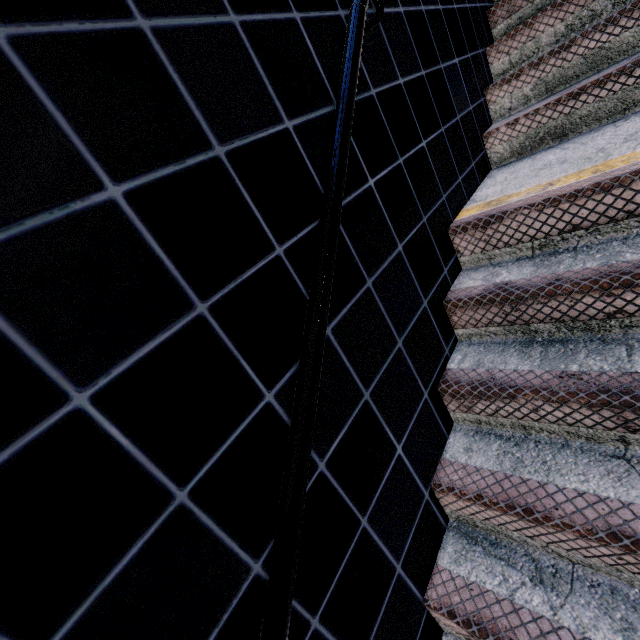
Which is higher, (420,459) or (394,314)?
(394,314)
